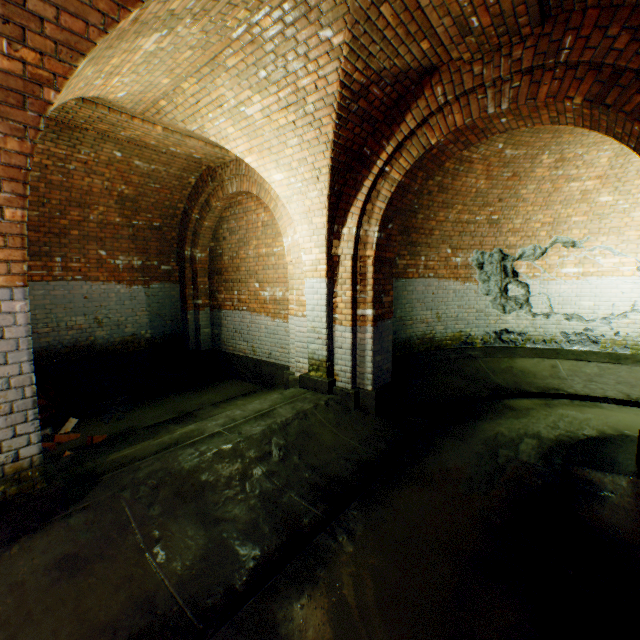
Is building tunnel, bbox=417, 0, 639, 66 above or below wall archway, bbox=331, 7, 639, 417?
above

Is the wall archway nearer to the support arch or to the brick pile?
the support arch

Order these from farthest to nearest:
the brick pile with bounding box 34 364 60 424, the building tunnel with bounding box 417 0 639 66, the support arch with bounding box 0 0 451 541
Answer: the brick pile with bounding box 34 364 60 424
the building tunnel with bounding box 417 0 639 66
the support arch with bounding box 0 0 451 541

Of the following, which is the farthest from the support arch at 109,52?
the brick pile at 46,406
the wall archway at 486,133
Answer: the brick pile at 46,406

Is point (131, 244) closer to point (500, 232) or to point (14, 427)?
point (14, 427)

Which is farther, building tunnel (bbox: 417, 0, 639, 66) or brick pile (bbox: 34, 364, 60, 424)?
brick pile (bbox: 34, 364, 60, 424)

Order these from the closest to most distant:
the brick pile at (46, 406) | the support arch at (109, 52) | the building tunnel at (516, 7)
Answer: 1. the support arch at (109, 52)
2. the building tunnel at (516, 7)
3. the brick pile at (46, 406)

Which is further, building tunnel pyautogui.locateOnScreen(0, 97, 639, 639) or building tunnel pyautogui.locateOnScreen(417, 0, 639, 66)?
building tunnel pyautogui.locateOnScreen(417, 0, 639, 66)
